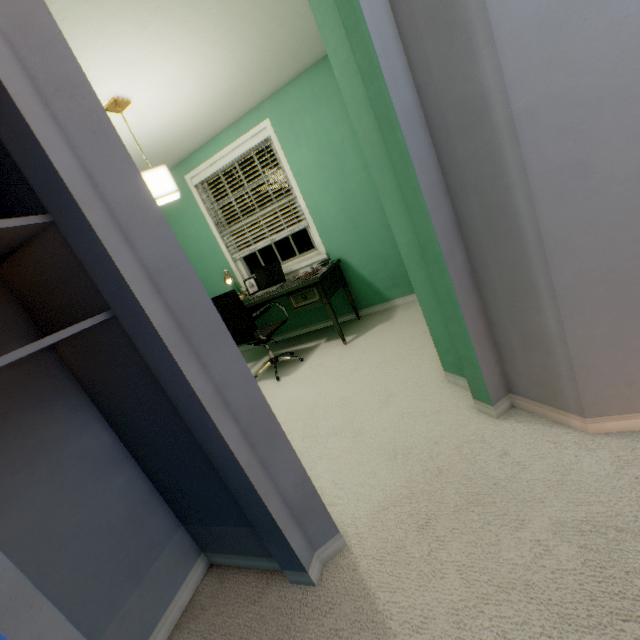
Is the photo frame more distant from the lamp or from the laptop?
the lamp

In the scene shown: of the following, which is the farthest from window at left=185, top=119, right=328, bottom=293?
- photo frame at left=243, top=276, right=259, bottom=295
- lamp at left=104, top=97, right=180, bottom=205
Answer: lamp at left=104, top=97, right=180, bottom=205

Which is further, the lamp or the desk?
the desk

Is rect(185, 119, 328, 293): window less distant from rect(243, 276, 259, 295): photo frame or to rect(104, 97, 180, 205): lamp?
rect(243, 276, 259, 295): photo frame

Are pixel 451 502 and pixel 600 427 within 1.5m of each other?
yes

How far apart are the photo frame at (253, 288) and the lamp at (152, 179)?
1.5m

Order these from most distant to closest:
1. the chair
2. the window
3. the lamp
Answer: the window
the chair
the lamp

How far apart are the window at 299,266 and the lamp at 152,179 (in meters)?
1.31
